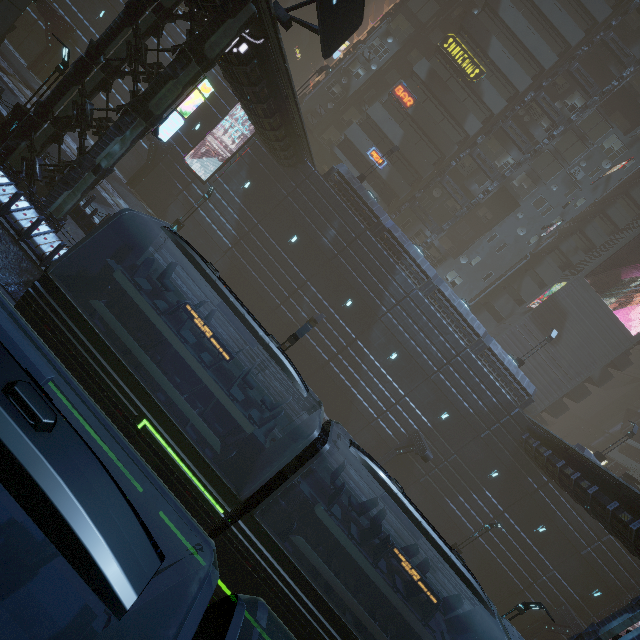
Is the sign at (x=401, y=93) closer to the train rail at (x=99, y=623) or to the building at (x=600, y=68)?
the building at (x=600, y=68)

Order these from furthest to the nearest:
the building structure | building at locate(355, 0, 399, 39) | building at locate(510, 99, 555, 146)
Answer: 1. building at locate(355, 0, 399, 39)
2. building at locate(510, 99, 555, 146)
3. the building structure

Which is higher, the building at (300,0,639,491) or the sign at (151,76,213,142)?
the building at (300,0,639,491)

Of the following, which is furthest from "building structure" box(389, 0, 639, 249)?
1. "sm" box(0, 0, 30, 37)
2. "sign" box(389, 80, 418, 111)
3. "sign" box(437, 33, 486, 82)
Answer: "sm" box(0, 0, 30, 37)

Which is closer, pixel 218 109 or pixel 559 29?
pixel 218 109

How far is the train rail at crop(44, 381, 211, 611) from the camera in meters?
8.8

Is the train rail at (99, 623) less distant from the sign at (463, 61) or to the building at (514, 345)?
the building at (514, 345)

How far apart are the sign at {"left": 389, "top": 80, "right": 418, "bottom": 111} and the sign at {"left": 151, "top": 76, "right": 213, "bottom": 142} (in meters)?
25.53
